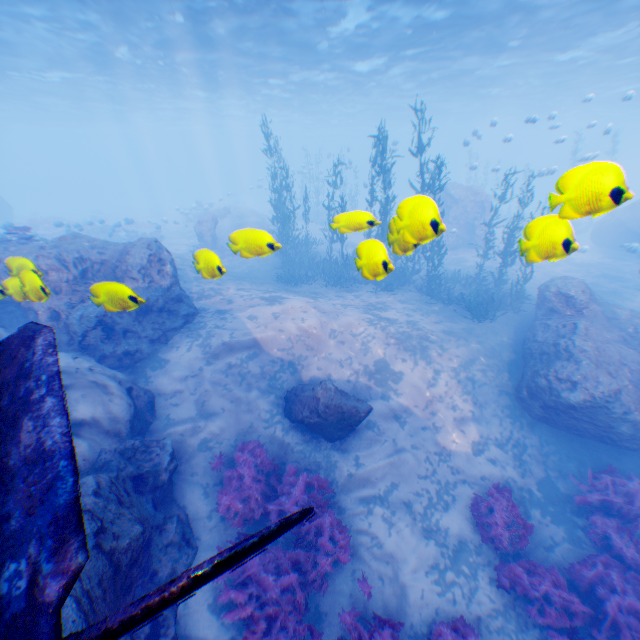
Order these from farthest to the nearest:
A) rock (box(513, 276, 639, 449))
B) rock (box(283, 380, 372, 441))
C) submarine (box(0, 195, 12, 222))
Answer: submarine (box(0, 195, 12, 222)) < rock (box(513, 276, 639, 449)) < rock (box(283, 380, 372, 441))

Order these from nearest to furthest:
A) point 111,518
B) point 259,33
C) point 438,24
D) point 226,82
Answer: point 111,518, point 438,24, point 259,33, point 226,82

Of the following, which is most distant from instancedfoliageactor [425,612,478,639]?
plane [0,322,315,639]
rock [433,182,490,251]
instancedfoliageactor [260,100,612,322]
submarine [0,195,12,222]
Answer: submarine [0,195,12,222]

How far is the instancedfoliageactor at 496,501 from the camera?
7.5 meters

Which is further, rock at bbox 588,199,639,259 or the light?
rock at bbox 588,199,639,259

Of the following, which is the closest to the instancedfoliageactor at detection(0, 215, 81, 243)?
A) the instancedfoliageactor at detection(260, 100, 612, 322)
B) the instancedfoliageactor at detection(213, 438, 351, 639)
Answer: the instancedfoliageactor at detection(260, 100, 612, 322)

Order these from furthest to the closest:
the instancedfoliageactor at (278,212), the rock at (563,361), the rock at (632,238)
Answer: → the rock at (632,238), the rock at (563,361), the instancedfoliageactor at (278,212)

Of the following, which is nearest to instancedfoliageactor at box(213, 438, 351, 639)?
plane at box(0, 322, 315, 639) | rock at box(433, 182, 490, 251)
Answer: rock at box(433, 182, 490, 251)
